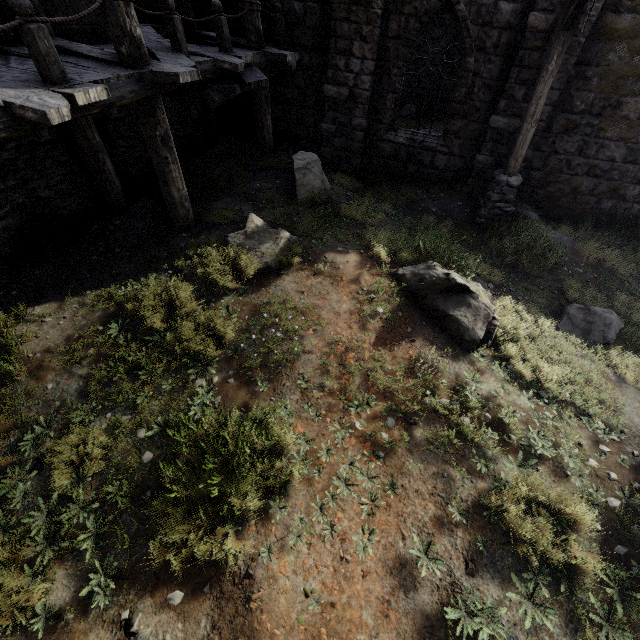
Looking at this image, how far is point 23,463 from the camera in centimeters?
351cm

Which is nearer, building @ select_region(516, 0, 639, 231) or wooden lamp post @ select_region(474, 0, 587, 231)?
wooden lamp post @ select_region(474, 0, 587, 231)

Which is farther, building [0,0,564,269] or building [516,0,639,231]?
building [516,0,639,231]

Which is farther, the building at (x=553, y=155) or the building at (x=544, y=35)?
the building at (x=553, y=155)

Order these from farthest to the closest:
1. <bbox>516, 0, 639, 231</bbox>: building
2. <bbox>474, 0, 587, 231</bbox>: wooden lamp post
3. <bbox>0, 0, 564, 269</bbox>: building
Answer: <bbox>516, 0, 639, 231</bbox>: building → <bbox>474, 0, 587, 231</bbox>: wooden lamp post → <bbox>0, 0, 564, 269</bbox>: building

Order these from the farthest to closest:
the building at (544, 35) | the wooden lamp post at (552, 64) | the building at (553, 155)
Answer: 1. the building at (553, 155)
2. the wooden lamp post at (552, 64)
3. the building at (544, 35)
